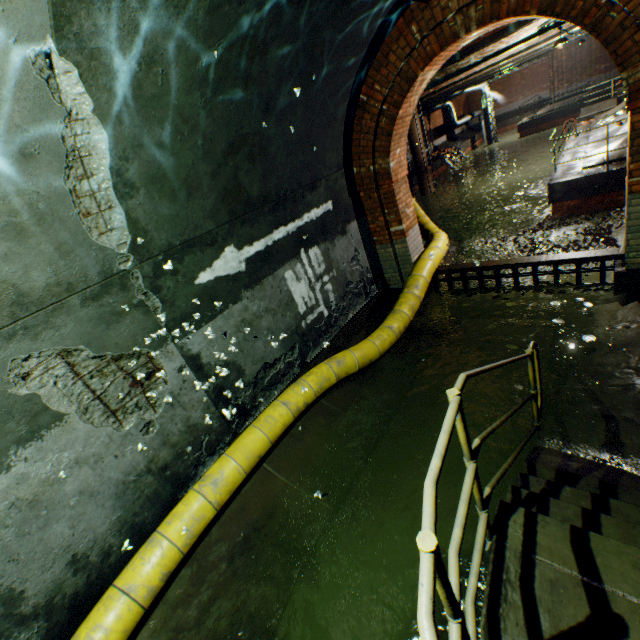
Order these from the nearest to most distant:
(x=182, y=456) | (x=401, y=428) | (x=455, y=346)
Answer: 1. (x=182, y=456)
2. (x=401, y=428)
3. (x=455, y=346)

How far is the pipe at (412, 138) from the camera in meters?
20.8 m

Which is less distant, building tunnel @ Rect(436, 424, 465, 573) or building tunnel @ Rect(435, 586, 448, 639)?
building tunnel @ Rect(435, 586, 448, 639)

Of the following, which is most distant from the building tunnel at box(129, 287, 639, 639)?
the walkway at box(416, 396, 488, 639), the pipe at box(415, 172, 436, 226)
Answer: the pipe at box(415, 172, 436, 226)

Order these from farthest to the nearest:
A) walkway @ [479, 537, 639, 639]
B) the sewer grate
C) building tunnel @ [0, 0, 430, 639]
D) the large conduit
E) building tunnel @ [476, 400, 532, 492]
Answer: the sewer grate < building tunnel @ [476, 400, 532, 492] < the large conduit < building tunnel @ [0, 0, 430, 639] < walkway @ [479, 537, 639, 639]

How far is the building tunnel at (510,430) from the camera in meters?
3.5

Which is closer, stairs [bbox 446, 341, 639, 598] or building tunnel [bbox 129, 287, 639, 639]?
stairs [bbox 446, 341, 639, 598]

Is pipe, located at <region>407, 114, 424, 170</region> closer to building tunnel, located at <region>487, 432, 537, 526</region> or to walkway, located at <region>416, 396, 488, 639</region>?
building tunnel, located at <region>487, 432, 537, 526</region>
